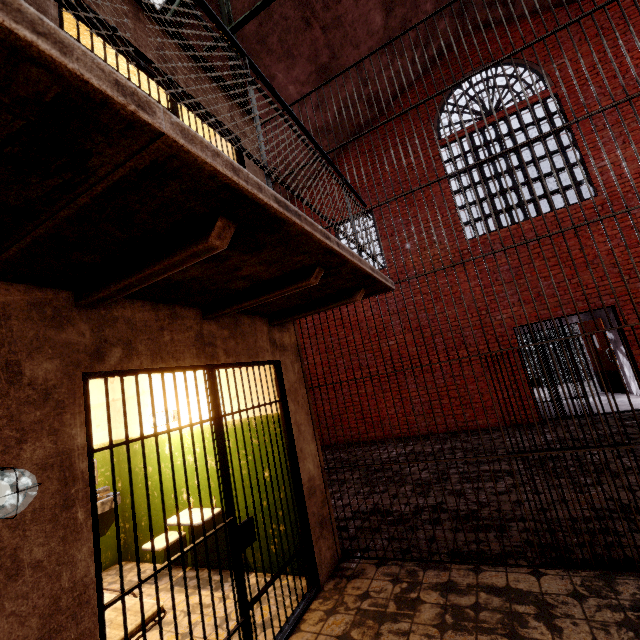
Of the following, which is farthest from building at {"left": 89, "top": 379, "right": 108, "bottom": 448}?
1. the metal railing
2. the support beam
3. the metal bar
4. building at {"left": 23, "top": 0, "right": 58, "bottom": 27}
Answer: the support beam

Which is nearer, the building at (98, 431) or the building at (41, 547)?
the building at (41, 547)

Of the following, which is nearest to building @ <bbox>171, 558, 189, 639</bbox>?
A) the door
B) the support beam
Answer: the support beam

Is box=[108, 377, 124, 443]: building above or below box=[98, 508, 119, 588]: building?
above

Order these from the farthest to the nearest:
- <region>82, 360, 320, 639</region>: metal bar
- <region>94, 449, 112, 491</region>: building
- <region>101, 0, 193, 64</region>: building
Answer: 1. <region>94, 449, 112, 491</region>: building
2. <region>101, 0, 193, 64</region>: building
3. <region>82, 360, 320, 639</region>: metal bar

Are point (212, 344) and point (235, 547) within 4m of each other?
yes

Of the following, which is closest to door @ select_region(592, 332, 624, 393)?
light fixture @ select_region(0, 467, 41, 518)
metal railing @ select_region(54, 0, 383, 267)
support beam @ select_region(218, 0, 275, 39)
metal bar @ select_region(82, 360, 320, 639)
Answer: metal railing @ select_region(54, 0, 383, 267)

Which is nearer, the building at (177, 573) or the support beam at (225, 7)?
the building at (177, 573)
